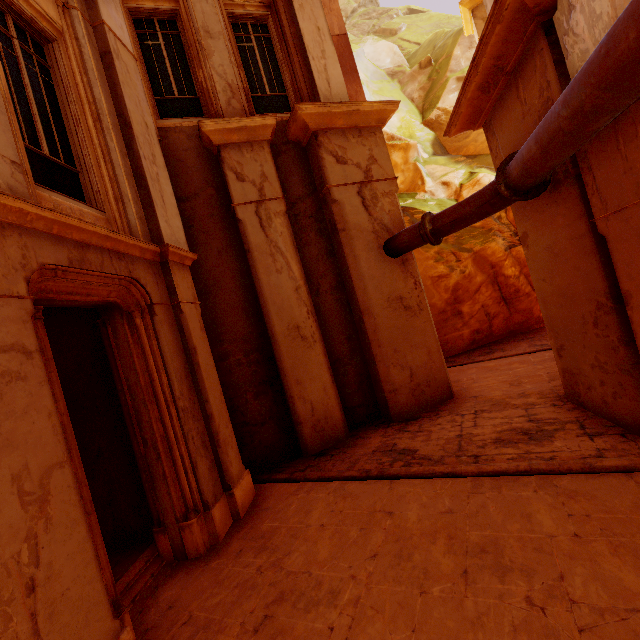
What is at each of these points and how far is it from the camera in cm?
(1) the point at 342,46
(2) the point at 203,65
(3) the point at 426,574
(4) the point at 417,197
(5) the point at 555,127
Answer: (1) column, 1265
(2) window, 743
(3) building, 323
(4) rock, 1608
(5) pipe, 320

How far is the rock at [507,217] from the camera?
13.1 meters

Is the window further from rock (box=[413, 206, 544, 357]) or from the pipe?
rock (box=[413, 206, 544, 357])

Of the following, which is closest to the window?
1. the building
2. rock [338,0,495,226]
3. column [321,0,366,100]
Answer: column [321,0,366,100]

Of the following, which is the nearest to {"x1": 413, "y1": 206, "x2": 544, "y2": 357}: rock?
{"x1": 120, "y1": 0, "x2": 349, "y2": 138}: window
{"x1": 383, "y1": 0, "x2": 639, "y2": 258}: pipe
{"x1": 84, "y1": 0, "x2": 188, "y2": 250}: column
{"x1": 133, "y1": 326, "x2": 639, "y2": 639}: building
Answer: {"x1": 133, "y1": 326, "x2": 639, "y2": 639}: building

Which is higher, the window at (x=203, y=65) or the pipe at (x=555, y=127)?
the window at (x=203, y=65)

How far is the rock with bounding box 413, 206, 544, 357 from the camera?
13.1m

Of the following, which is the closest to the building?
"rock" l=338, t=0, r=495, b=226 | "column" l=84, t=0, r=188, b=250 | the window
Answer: "rock" l=338, t=0, r=495, b=226
